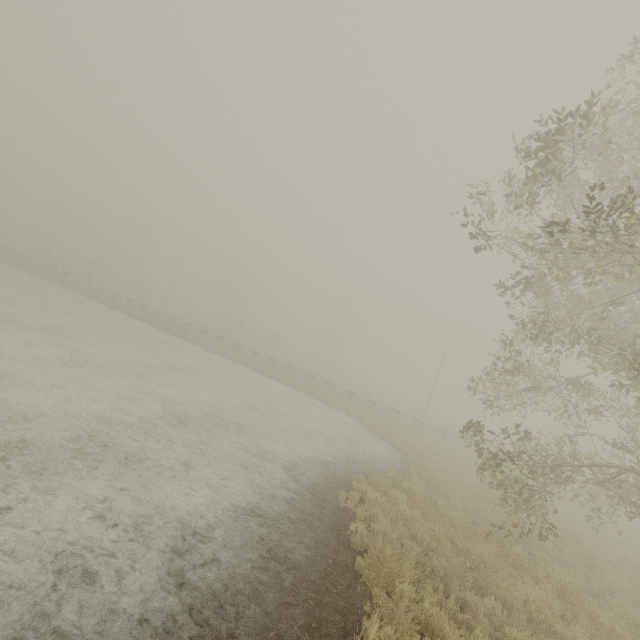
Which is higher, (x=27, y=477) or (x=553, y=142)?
(x=553, y=142)
